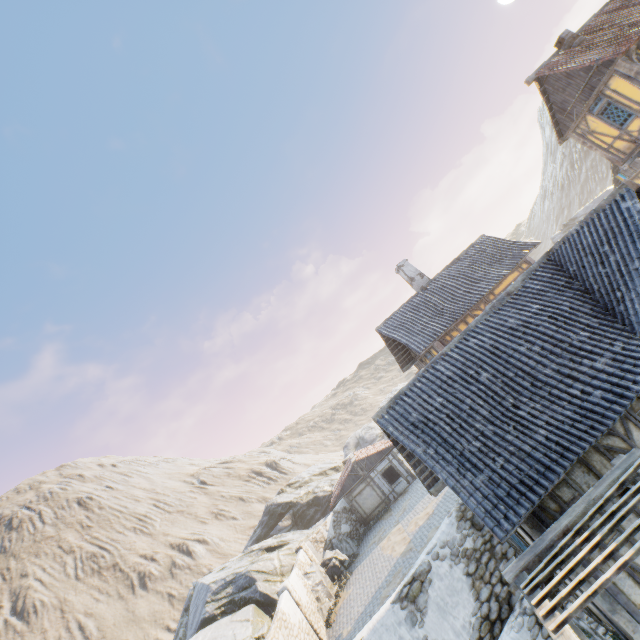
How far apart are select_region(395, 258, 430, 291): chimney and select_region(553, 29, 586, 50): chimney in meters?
12.4

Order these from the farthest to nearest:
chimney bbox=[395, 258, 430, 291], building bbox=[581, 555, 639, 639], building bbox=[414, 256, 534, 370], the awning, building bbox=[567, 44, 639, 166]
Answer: chimney bbox=[395, 258, 430, 291], building bbox=[414, 256, 534, 370], building bbox=[567, 44, 639, 166], building bbox=[581, 555, 639, 639], the awning

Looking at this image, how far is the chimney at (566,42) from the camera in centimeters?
1514cm

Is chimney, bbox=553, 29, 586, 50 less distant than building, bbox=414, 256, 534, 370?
Yes

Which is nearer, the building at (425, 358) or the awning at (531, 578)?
the awning at (531, 578)

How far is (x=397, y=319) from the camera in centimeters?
2005cm

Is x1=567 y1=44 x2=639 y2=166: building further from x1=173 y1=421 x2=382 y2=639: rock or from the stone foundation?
the stone foundation

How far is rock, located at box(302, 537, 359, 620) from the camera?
18.9m
